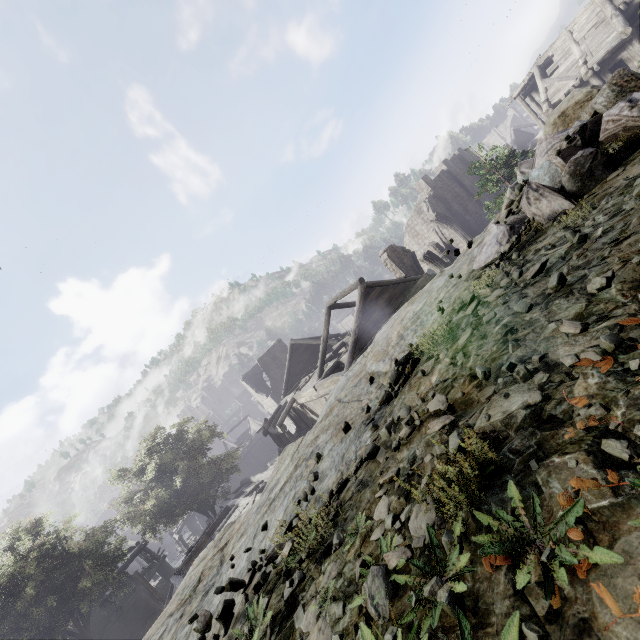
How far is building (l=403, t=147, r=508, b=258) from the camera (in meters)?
33.44

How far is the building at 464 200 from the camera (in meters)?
33.44

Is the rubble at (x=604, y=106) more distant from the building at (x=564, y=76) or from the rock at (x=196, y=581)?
the building at (x=564, y=76)

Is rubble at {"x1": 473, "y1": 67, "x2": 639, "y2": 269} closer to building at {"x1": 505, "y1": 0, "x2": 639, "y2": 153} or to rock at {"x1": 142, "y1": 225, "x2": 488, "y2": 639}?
rock at {"x1": 142, "y1": 225, "x2": 488, "y2": 639}

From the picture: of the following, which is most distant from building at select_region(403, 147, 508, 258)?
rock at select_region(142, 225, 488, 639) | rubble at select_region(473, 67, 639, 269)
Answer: rubble at select_region(473, 67, 639, 269)

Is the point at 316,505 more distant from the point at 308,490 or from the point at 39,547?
the point at 39,547
